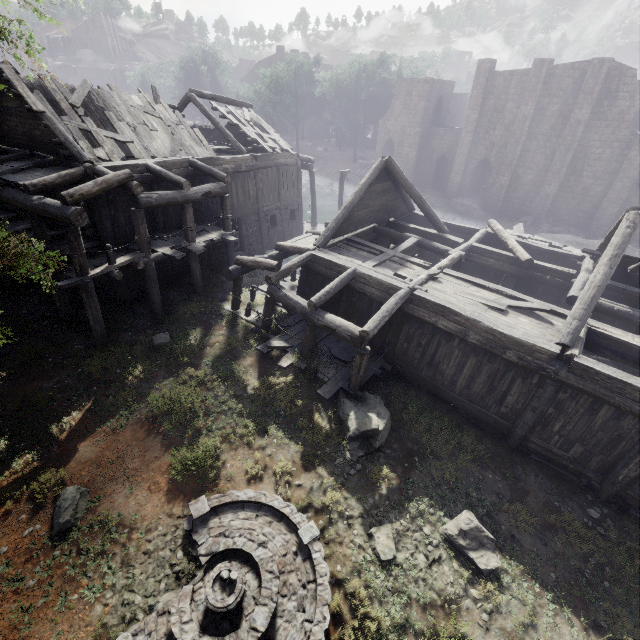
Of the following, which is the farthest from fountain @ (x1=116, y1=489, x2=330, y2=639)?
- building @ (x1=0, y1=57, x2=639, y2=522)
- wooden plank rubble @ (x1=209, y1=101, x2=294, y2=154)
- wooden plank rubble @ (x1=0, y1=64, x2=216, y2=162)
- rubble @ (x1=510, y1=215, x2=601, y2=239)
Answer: rubble @ (x1=510, y1=215, x2=601, y2=239)

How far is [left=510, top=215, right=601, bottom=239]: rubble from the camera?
29.34m

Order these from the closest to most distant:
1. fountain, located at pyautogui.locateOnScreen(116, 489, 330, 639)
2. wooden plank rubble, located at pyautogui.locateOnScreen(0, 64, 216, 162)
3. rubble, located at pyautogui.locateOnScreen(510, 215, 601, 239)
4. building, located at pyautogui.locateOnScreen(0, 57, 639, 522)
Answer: fountain, located at pyautogui.locateOnScreen(116, 489, 330, 639) → building, located at pyautogui.locateOnScreen(0, 57, 639, 522) → wooden plank rubble, located at pyautogui.locateOnScreen(0, 64, 216, 162) → rubble, located at pyautogui.locateOnScreen(510, 215, 601, 239)

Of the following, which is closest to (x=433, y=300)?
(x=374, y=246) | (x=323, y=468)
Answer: (x=374, y=246)

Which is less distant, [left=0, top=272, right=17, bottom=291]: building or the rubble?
[left=0, top=272, right=17, bottom=291]: building

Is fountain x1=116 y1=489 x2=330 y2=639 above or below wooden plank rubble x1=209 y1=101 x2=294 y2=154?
below

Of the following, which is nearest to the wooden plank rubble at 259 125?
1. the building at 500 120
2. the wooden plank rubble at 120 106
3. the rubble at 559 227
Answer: the building at 500 120

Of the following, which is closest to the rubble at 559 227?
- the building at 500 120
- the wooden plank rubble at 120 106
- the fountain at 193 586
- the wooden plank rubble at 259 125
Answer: the building at 500 120
